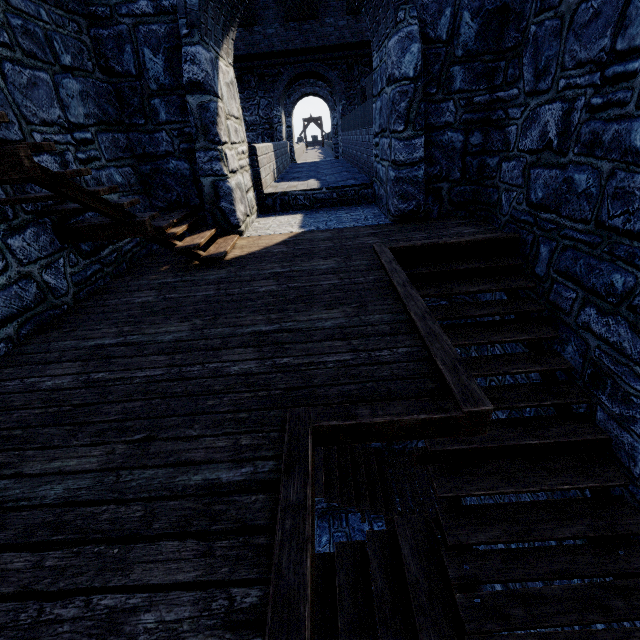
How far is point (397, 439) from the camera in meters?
2.0 m
